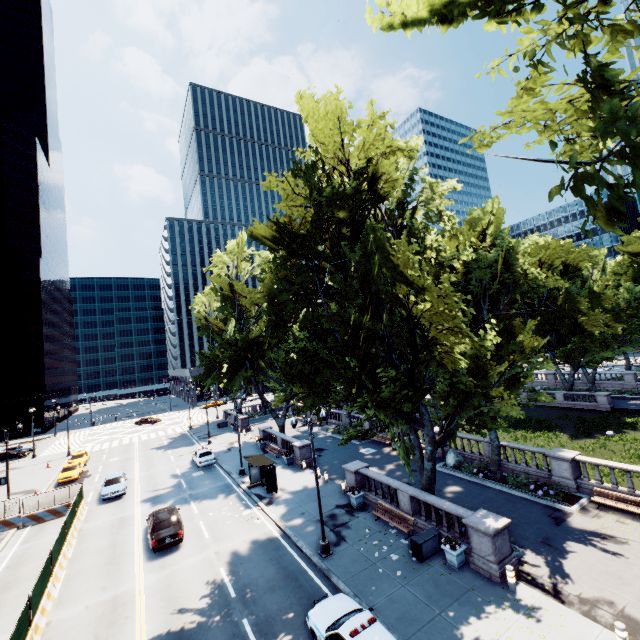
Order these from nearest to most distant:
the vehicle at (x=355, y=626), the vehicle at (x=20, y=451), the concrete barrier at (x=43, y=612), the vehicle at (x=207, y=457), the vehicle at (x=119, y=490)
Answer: the vehicle at (x=355, y=626)
the concrete barrier at (x=43, y=612)
the vehicle at (x=119, y=490)
the vehicle at (x=207, y=457)
the vehicle at (x=20, y=451)

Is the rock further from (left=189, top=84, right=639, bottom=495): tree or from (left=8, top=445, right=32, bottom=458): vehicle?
(left=8, top=445, right=32, bottom=458): vehicle

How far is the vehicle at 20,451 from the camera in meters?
48.7

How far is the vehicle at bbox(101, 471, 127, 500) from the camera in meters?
27.7

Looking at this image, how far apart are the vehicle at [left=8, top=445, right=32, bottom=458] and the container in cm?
6084

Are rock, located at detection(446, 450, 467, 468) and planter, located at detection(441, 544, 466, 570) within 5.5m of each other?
no

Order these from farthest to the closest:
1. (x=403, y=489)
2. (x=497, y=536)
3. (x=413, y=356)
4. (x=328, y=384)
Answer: (x=328, y=384), (x=403, y=489), (x=413, y=356), (x=497, y=536)

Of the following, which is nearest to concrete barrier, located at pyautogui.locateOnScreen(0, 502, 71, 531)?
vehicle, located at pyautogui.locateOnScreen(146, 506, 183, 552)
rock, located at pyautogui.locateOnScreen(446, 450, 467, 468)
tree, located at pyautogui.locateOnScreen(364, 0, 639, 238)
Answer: vehicle, located at pyautogui.locateOnScreen(146, 506, 183, 552)
